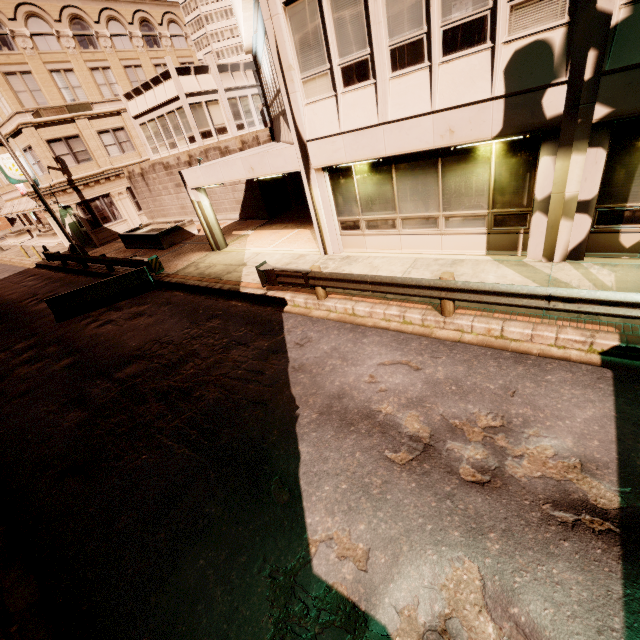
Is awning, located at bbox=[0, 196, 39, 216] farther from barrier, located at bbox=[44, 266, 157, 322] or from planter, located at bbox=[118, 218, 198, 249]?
barrier, located at bbox=[44, 266, 157, 322]

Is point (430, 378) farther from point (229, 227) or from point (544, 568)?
point (229, 227)

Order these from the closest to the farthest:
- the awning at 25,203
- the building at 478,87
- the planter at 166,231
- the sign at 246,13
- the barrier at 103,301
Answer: the building at 478,87
the sign at 246,13
the barrier at 103,301
the planter at 166,231
the awning at 25,203

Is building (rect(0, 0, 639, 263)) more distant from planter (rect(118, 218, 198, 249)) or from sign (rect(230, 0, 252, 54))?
planter (rect(118, 218, 198, 249))

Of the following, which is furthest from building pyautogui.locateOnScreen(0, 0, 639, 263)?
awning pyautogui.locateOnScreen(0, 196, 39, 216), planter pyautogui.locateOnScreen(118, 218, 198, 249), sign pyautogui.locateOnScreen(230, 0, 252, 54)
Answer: planter pyautogui.locateOnScreen(118, 218, 198, 249)

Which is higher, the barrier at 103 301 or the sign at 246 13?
the sign at 246 13

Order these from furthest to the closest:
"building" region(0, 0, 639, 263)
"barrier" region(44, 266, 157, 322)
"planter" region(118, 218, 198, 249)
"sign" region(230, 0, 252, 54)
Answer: "planter" region(118, 218, 198, 249)
"barrier" region(44, 266, 157, 322)
"sign" region(230, 0, 252, 54)
"building" region(0, 0, 639, 263)

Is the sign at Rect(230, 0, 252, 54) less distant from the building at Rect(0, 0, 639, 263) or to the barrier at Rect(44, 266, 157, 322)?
the building at Rect(0, 0, 639, 263)
